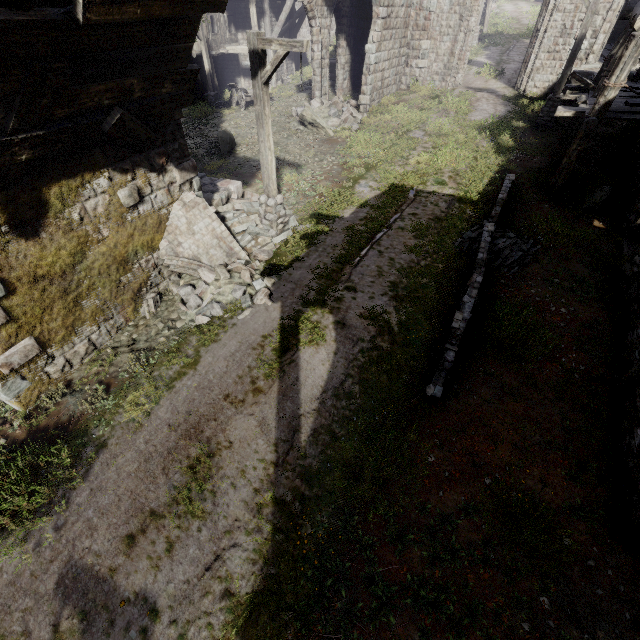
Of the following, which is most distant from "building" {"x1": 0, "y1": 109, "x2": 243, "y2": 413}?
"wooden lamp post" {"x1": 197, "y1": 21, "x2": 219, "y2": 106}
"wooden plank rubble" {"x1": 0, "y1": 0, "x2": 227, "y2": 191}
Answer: "wooden lamp post" {"x1": 197, "y1": 21, "x2": 219, "y2": 106}

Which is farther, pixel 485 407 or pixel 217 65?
pixel 217 65

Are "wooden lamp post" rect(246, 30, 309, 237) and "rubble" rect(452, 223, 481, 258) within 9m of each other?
yes

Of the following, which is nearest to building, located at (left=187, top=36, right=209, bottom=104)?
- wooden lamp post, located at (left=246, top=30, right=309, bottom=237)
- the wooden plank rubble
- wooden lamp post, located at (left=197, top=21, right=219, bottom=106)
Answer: the wooden plank rubble

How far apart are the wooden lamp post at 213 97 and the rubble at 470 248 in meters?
20.8

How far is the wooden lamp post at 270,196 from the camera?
6.7 meters

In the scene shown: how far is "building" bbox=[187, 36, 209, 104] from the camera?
21.69m
